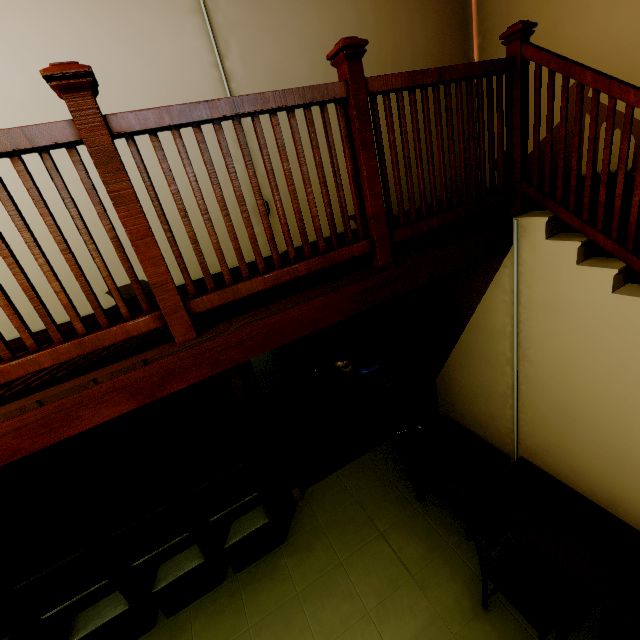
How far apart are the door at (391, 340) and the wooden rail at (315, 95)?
1.2 meters

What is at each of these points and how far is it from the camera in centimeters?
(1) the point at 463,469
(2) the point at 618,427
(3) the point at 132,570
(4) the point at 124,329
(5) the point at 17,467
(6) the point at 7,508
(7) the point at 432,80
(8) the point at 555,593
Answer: (1) dresser, 310cm
(2) stairs, 213cm
(3) bookshelf, 287cm
(4) wooden rail, 138cm
(5) picture frame, 255cm
(6) wall pillar, 264cm
(7) wooden rail, 171cm
(8) chair, 230cm

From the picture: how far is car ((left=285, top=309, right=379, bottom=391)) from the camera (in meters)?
5.39

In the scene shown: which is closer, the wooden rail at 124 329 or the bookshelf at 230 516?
the wooden rail at 124 329

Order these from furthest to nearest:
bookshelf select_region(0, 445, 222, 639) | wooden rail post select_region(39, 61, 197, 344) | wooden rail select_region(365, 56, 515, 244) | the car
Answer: the car < bookshelf select_region(0, 445, 222, 639) < wooden rail select_region(365, 56, 515, 244) < wooden rail post select_region(39, 61, 197, 344)

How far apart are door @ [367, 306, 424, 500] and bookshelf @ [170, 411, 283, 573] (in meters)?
1.52

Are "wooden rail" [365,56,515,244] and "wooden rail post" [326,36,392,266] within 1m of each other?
yes

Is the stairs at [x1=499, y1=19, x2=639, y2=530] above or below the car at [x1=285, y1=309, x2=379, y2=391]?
above
